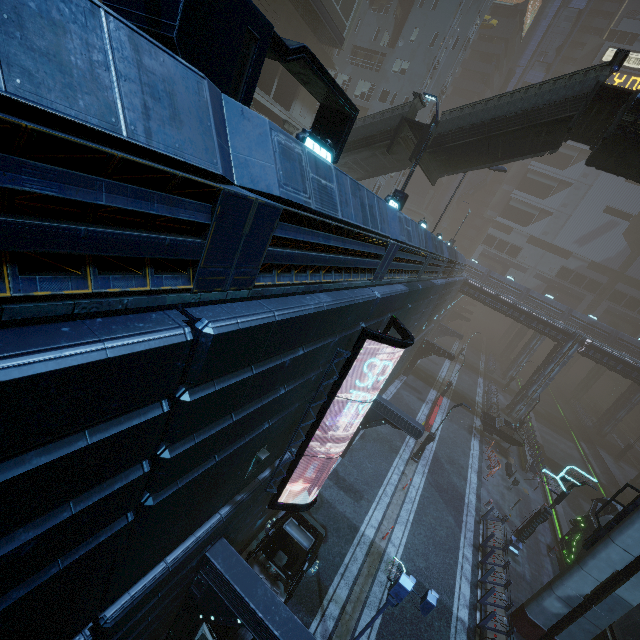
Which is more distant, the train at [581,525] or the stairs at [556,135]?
the train at [581,525]

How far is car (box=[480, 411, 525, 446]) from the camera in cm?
2892

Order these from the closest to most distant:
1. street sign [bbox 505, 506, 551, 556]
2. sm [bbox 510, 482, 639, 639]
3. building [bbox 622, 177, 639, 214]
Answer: sm [bbox 510, 482, 639, 639] → street sign [bbox 505, 506, 551, 556] → building [bbox 622, 177, 639, 214]

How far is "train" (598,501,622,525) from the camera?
19.05m

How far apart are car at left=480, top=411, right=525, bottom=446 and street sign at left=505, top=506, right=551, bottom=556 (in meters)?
10.86

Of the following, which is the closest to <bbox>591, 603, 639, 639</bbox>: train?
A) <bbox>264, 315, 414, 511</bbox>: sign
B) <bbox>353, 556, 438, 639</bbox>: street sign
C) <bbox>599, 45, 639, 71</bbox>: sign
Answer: <bbox>353, 556, 438, 639</bbox>: street sign

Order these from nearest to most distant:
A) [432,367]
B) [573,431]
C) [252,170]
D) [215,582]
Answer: [252,170] → [215,582] → [432,367] → [573,431]

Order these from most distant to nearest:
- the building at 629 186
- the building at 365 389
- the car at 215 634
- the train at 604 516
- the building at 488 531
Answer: the building at 629 186 → the train at 604 516 → the building at 365 389 → the building at 488 531 → the car at 215 634
